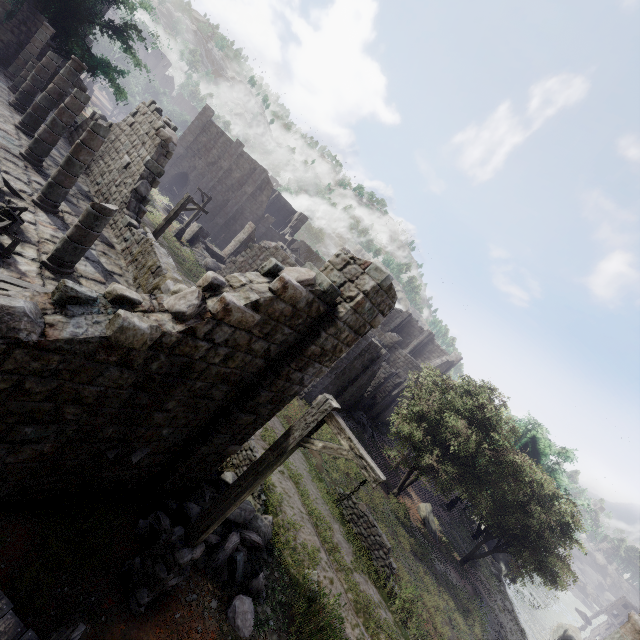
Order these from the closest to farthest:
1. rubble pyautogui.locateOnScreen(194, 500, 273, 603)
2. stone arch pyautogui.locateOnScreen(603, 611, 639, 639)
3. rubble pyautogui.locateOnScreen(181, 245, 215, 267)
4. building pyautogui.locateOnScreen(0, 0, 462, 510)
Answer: building pyautogui.locateOnScreen(0, 0, 462, 510) < rubble pyautogui.locateOnScreen(194, 500, 273, 603) < stone arch pyautogui.locateOnScreen(603, 611, 639, 639) < rubble pyautogui.locateOnScreen(181, 245, 215, 267)

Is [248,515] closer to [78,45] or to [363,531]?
[363,531]

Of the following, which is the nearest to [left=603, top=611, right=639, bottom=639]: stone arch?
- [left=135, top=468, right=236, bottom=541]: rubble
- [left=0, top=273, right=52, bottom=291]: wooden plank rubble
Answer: [left=135, top=468, right=236, bottom=541]: rubble

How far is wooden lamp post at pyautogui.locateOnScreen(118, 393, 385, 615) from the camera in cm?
489

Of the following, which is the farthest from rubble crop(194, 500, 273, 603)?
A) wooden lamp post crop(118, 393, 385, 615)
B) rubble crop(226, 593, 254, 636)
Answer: wooden lamp post crop(118, 393, 385, 615)

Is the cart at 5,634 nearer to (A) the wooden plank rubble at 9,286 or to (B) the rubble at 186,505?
(A) the wooden plank rubble at 9,286

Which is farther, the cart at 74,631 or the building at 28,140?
the building at 28,140

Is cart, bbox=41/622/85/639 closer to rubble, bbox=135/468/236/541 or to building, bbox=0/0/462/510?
building, bbox=0/0/462/510
